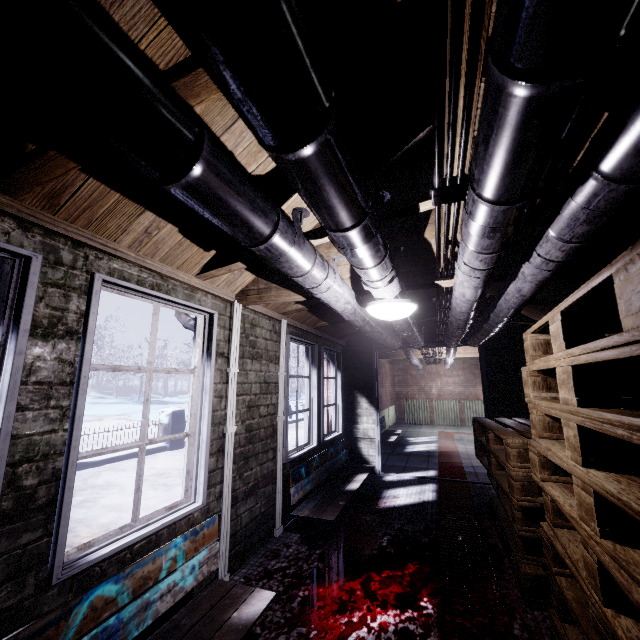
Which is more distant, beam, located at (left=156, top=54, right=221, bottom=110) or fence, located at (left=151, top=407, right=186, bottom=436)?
fence, located at (left=151, top=407, right=186, bottom=436)

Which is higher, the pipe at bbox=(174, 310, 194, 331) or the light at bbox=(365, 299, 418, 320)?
the pipe at bbox=(174, 310, 194, 331)

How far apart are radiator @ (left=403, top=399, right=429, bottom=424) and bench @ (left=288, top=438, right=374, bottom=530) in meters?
6.8 m

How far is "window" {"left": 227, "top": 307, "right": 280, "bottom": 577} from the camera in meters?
2.5

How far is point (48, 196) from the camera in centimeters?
128cm

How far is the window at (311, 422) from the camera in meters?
3.2 m

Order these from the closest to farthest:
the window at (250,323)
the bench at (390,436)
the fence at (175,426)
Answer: the window at (250,323) → the bench at (390,436) → the fence at (175,426)

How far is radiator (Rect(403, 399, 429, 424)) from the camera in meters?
10.7 m
